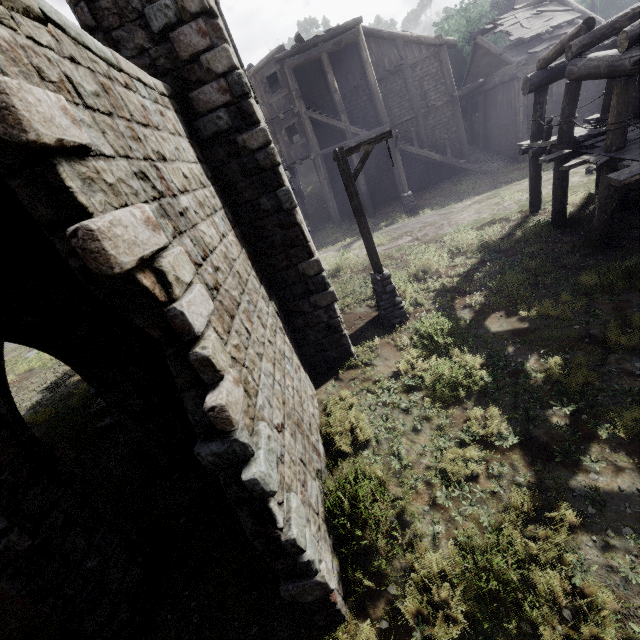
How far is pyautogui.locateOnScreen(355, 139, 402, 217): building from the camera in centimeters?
2153cm

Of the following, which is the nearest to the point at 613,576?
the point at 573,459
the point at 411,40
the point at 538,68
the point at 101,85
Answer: the point at 573,459

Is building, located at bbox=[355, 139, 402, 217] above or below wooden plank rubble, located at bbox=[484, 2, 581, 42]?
below

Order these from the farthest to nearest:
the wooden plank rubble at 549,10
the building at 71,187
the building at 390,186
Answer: the building at 390,186
the wooden plank rubble at 549,10
the building at 71,187

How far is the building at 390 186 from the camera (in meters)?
21.53

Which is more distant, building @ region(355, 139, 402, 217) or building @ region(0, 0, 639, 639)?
building @ region(355, 139, 402, 217)

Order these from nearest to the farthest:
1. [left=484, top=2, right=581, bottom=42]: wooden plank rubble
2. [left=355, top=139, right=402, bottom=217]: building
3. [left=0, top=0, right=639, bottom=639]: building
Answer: [left=0, top=0, right=639, bottom=639]: building → [left=484, top=2, right=581, bottom=42]: wooden plank rubble → [left=355, top=139, right=402, bottom=217]: building

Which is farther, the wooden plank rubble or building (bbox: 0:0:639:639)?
the wooden plank rubble
